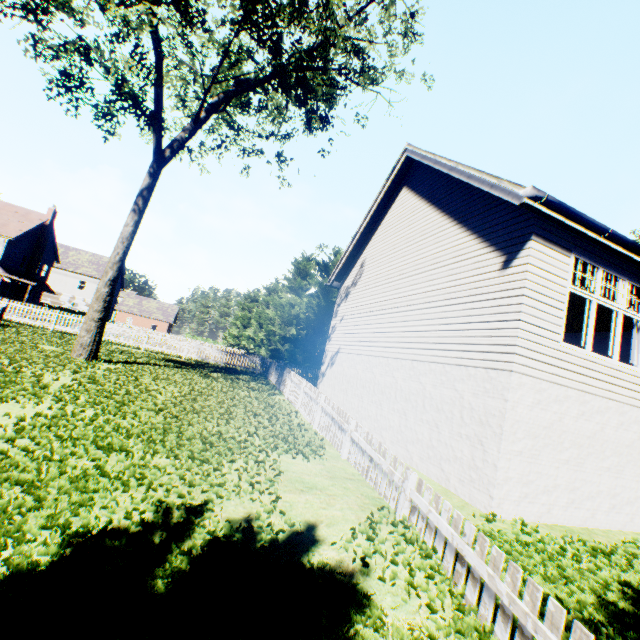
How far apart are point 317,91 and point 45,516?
20.6 meters

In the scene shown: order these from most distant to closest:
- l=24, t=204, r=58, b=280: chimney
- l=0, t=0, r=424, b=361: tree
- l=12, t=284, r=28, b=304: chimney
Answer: l=24, t=204, r=58, b=280: chimney → l=12, t=284, r=28, b=304: chimney → l=0, t=0, r=424, b=361: tree

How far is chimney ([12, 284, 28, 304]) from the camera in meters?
34.8

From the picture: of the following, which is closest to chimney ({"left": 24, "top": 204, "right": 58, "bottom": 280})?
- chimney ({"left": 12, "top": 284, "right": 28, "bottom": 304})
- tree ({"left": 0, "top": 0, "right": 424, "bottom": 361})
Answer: chimney ({"left": 12, "top": 284, "right": 28, "bottom": 304})

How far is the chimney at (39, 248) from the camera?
35.78m

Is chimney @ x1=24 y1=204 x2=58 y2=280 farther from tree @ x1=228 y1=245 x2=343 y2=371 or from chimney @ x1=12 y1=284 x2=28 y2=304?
tree @ x1=228 y1=245 x2=343 y2=371

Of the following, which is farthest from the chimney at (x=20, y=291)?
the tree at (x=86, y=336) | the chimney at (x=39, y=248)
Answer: the tree at (x=86, y=336)
